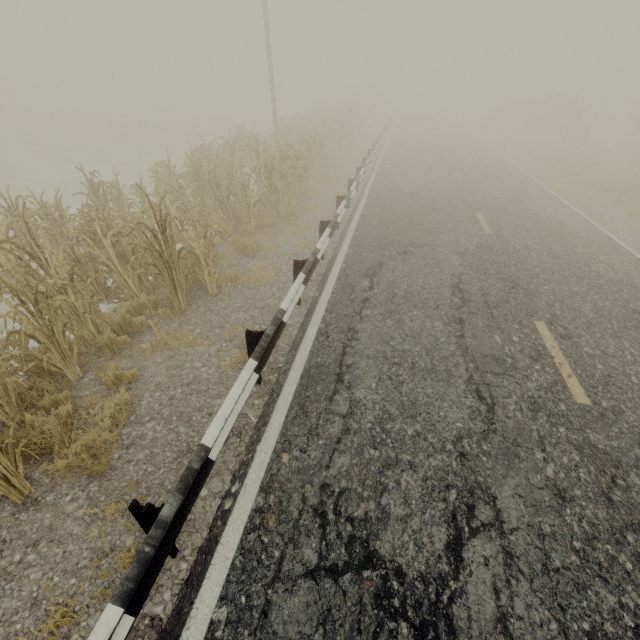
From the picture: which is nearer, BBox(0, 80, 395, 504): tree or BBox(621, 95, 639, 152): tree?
BBox(0, 80, 395, 504): tree

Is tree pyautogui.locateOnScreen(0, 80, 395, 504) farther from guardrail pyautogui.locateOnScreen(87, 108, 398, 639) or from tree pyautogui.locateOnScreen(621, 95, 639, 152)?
tree pyautogui.locateOnScreen(621, 95, 639, 152)

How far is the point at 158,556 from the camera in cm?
213

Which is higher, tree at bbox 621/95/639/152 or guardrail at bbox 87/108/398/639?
tree at bbox 621/95/639/152

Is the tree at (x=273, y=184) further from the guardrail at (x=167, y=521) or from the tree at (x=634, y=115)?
the tree at (x=634, y=115)

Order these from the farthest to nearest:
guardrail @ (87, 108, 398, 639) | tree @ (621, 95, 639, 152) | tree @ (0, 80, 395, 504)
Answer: tree @ (621, 95, 639, 152) → tree @ (0, 80, 395, 504) → guardrail @ (87, 108, 398, 639)

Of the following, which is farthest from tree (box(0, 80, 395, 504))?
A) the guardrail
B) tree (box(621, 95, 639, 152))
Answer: tree (box(621, 95, 639, 152))
